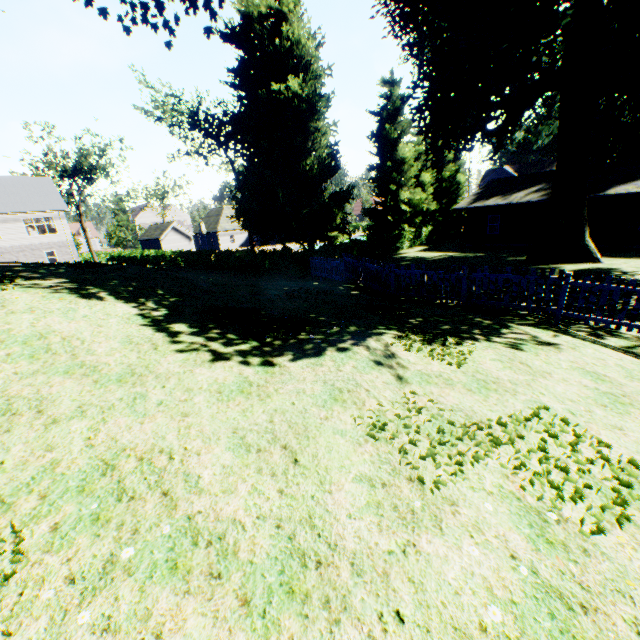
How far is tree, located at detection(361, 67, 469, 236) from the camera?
31.0m

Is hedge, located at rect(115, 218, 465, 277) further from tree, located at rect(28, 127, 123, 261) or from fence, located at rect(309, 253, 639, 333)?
tree, located at rect(28, 127, 123, 261)

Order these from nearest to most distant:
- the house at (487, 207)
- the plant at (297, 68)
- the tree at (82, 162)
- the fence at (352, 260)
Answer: the fence at (352, 260) < the house at (487, 207) < the plant at (297, 68) < the tree at (82, 162)

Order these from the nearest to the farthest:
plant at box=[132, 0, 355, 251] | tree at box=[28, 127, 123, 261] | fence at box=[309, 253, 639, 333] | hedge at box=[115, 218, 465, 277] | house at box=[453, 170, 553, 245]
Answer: fence at box=[309, 253, 639, 333] < hedge at box=[115, 218, 465, 277] < house at box=[453, 170, 553, 245] < plant at box=[132, 0, 355, 251] < tree at box=[28, 127, 123, 261]

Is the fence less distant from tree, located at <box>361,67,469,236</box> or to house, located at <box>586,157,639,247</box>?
tree, located at <box>361,67,469,236</box>

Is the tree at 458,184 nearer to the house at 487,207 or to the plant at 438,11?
the plant at 438,11

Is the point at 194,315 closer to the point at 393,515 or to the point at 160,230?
the point at 393,515

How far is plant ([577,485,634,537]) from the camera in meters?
2.8 m
